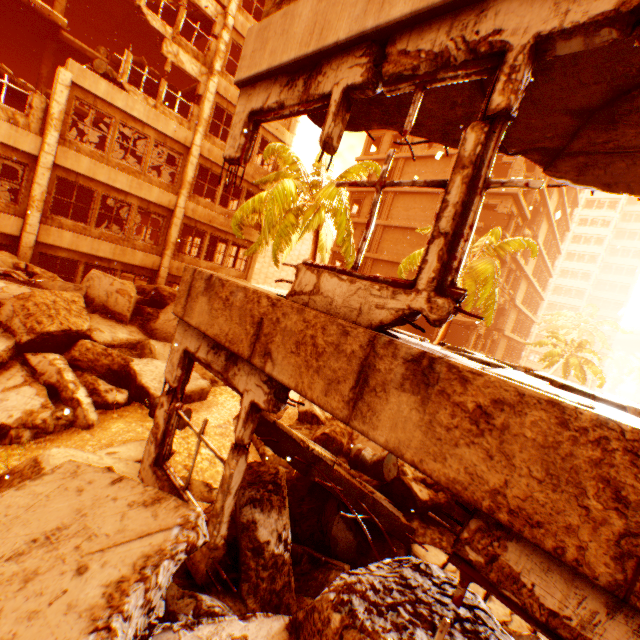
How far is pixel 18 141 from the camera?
11.2 meters

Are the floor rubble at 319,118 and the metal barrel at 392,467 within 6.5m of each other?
yes

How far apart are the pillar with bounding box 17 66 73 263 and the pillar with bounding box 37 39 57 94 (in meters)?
6.62

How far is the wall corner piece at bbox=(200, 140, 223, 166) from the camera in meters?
15.6

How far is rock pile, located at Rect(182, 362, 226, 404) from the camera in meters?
8.9

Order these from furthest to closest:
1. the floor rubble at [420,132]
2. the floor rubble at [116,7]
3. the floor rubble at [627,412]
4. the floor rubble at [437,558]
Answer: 1. the floor rubble at [116,7]
2. the floor rubble at [437,558]
3. the floor rubble at [420,132]
4. the floor rubble at [627,412]

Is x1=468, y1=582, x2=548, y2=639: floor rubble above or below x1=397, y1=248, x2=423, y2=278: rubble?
below

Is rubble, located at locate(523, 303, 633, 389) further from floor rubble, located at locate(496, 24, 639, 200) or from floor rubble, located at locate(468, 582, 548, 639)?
floor rubble, located at locate(468, 582, 548, 639)
